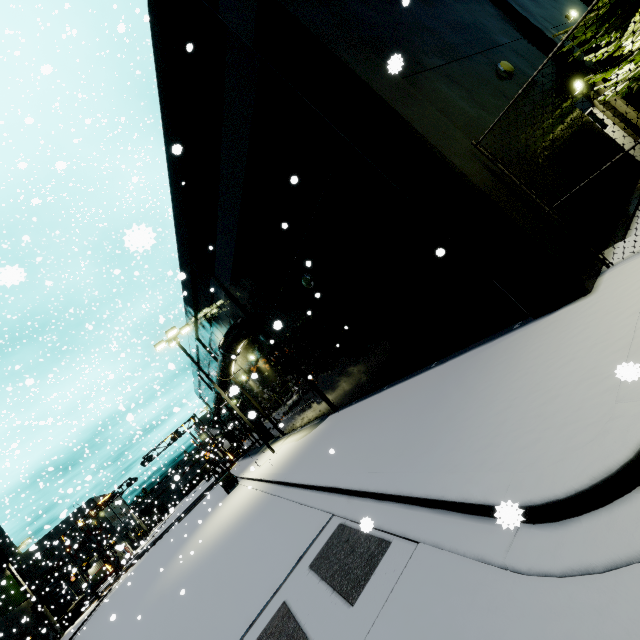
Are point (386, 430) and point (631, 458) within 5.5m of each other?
yes

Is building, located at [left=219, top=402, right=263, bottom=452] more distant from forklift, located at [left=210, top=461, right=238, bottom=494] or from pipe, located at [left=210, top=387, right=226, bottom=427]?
forklift, located at [left=210, top=461, right=238, bottom=494]

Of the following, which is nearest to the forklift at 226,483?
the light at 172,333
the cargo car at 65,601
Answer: the light at 172,333

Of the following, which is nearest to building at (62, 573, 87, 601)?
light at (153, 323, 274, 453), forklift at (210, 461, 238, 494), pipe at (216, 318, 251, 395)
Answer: pipe at (216, 318, 251, 395)

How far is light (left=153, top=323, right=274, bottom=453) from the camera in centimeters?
1970cm

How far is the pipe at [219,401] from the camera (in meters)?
25.04

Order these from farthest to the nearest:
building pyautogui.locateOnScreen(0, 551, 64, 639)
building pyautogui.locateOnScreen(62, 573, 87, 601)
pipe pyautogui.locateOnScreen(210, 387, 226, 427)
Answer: building pyautogui.locateOnScreen(62, 573, 87, 601) < building pyautogui.locateOnScreen(0, 551, 64, 639) < pipe pyautogui.locateOnScreen(210, 387, 226, 427)
